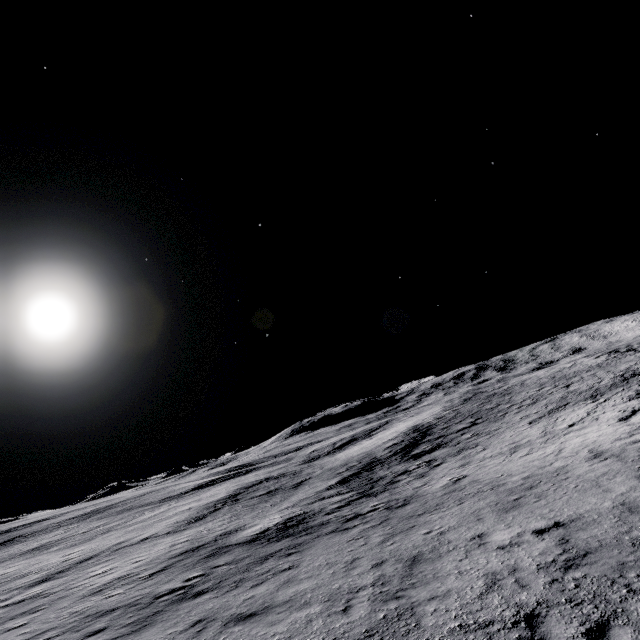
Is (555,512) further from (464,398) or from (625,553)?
(464,398)
